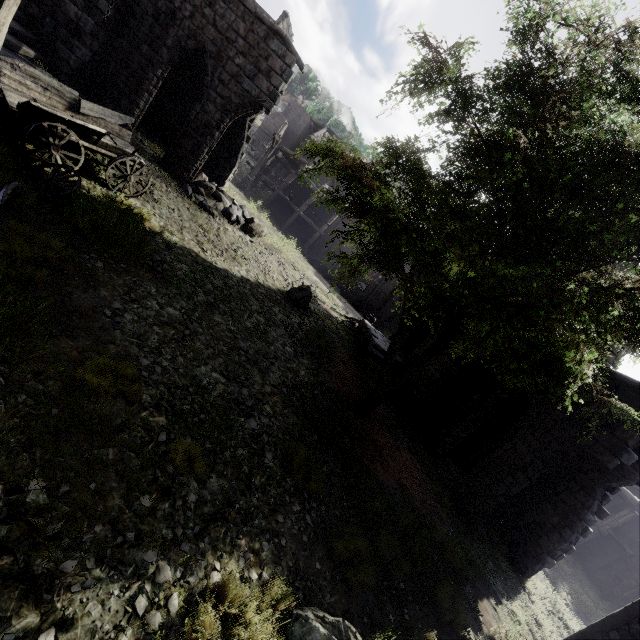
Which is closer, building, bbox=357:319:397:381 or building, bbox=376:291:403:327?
building, bbox=357:319:397:381

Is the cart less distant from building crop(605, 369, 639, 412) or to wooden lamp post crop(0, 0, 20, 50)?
wooden lamp post crop(0, 0, 20, 50)

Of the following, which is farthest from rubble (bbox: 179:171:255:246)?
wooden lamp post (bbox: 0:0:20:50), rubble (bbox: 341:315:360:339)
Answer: wooden lamp post (bbox: 0:0:20:50)

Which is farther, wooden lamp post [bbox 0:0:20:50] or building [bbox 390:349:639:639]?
building [bbox 390:349:639:639]

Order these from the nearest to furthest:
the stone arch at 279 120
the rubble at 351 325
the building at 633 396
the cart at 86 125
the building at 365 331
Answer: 1. the cart at 86 125
2. the building at 633 396
3. the building at 365 331
4. the rubble at 351 325
5. the stone arch at 279 120

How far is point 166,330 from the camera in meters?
6.6 m

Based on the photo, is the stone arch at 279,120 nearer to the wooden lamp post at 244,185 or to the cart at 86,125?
the wooden lamp post at 244,185

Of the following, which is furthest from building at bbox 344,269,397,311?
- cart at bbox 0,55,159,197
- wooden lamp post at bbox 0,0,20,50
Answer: cart at bbox 0,55,159,197
